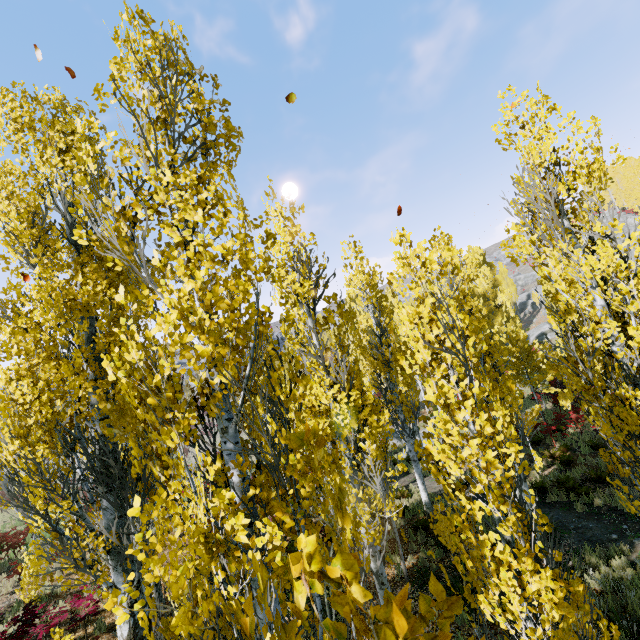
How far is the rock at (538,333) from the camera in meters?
43.6

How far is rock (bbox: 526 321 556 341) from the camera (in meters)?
43.58

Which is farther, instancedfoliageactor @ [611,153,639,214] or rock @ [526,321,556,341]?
rock @ [526,321,556,341]

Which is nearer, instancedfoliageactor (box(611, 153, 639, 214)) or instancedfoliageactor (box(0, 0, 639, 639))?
instancedfoliageactor (box(0, 0, 639, 639))

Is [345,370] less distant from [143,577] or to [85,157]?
[85,157]

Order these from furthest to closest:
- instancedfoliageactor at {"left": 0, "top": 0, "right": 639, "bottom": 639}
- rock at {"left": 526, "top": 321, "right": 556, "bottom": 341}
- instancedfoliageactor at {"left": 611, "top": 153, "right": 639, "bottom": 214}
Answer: rock at {"left": 526, "top": 321, "right": 556, "bottom": 341}
instancedfoliageactor at {"left": 611, "top": 153, "right": 639, "bottom": 214}
instancedfoliageactor at {"left": 0, "top": 0, "right": 639, "bottom": 639}

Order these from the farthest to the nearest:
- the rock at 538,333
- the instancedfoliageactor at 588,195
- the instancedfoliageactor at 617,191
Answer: the rock at 538,333 → the instancedfoliageactor at 617,191 → the instancedfoliageactor at 588,195
